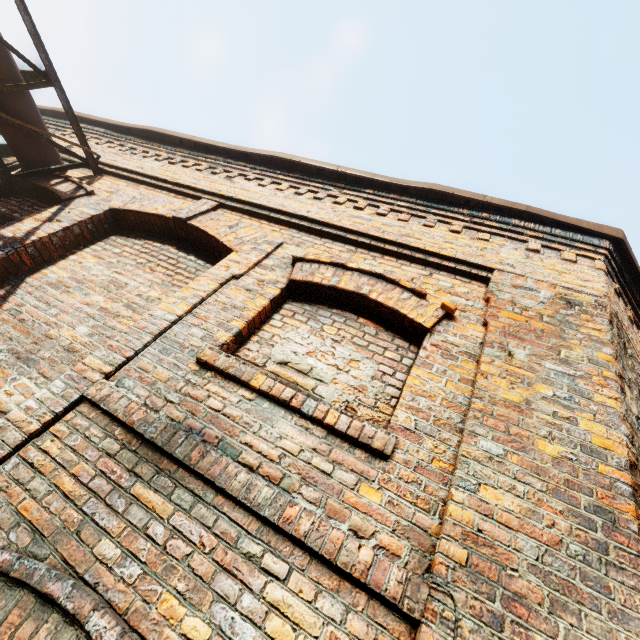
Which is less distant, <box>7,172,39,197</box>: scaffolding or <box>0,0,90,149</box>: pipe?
<box>0,0,90,149</box>: pipe

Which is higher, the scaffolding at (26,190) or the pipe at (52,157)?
the pipe at (52,157)

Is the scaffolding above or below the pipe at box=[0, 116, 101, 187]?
below

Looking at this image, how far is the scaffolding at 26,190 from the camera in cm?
424

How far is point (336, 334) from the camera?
2.6 meters

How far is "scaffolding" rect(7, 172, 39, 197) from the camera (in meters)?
4.24
